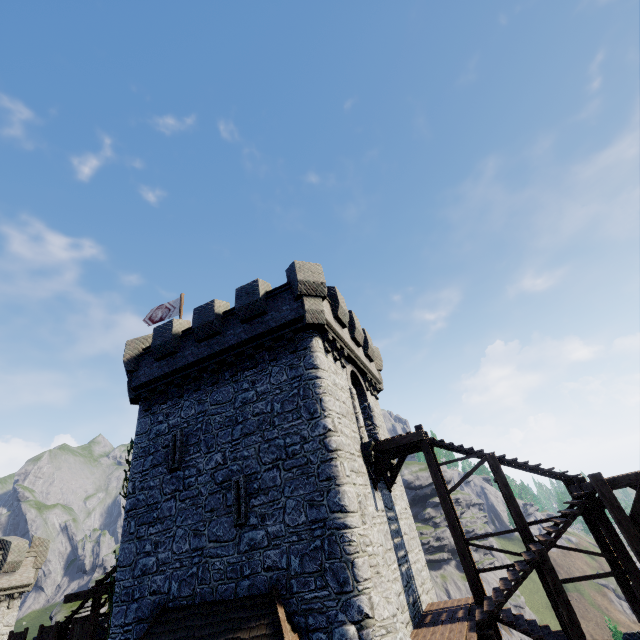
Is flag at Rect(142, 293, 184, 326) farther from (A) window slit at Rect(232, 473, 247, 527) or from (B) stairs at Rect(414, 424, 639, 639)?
(B) stairs at Rect(414, 424, 639, 639)

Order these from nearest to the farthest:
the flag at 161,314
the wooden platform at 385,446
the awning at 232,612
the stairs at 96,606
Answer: the awning at 232,612
the wooden platform at 385,446
the stairs at 96,606
the flag at 161,314

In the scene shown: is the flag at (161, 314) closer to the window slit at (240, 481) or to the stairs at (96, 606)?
the stairs at (96, 606)

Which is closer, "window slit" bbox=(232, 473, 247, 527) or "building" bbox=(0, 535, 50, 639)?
"window slit" bbox=(232, 473, 247, 527)

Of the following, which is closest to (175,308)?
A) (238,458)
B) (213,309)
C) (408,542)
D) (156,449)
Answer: (213,309)

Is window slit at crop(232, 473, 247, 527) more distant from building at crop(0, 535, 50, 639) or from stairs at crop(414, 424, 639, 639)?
building at crop(0, 535, 50, 639)

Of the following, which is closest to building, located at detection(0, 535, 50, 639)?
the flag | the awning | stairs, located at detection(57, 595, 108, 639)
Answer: stairs, located at detection(57, 595, 108, 639)

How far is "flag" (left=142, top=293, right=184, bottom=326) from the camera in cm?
1994
